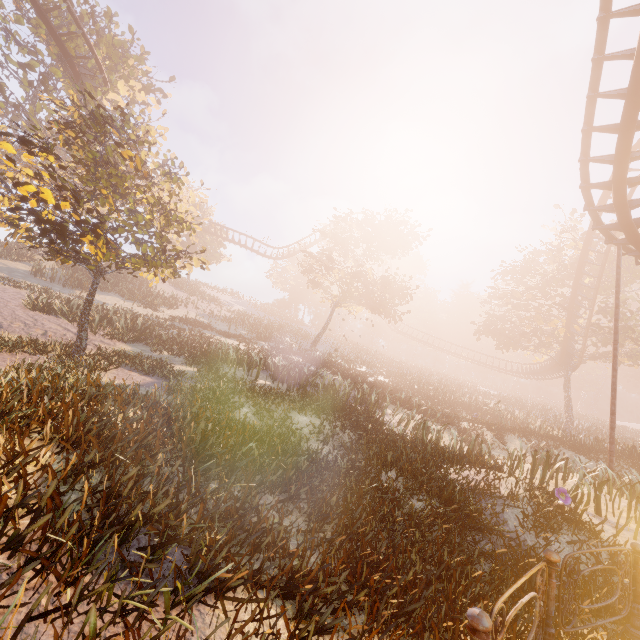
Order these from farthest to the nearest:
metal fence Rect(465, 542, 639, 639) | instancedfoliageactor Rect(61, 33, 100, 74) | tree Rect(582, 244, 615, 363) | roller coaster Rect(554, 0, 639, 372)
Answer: tree Rect(582, 244, 615, 363)
instancedfoliageactor Rect(61, 33, 100, 74)
roller coaster Rect(554, 0, 639, 372)
metal fence Rect(465, 542, 639, 639)

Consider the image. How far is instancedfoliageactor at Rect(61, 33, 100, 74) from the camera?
16.00m

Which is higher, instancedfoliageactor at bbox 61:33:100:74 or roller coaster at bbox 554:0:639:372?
instancedfoliageactor at bbox 61:33:100:74

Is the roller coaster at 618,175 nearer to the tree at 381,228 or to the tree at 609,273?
the tree at 609,273

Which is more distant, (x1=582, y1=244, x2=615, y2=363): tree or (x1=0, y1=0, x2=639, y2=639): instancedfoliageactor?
(x1=582, y1=244, x2=615, y2=363): tree

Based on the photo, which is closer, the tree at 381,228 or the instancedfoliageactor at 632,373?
the tree at 381,228

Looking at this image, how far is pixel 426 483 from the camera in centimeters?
691cm

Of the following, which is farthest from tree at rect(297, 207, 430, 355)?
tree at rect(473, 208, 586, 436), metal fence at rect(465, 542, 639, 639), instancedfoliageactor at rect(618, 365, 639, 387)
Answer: instancedfoliageactor at rect(618, 365, 639, 387)
